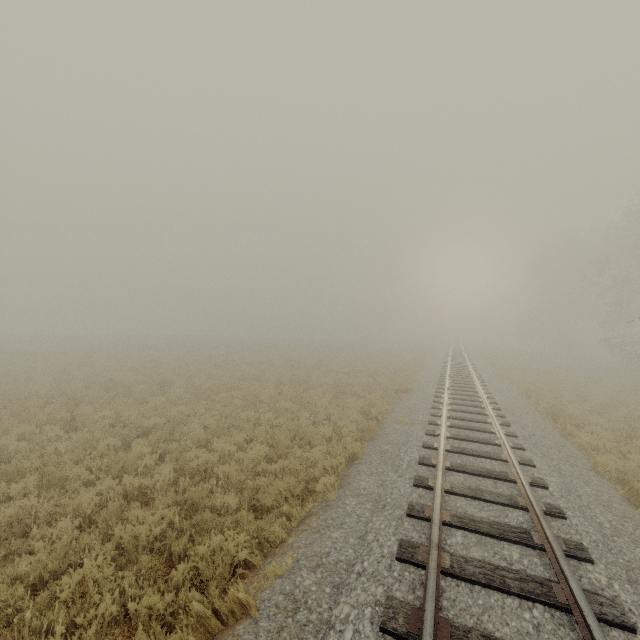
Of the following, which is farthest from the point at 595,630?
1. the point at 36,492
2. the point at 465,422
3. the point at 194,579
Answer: the point at 36,492
